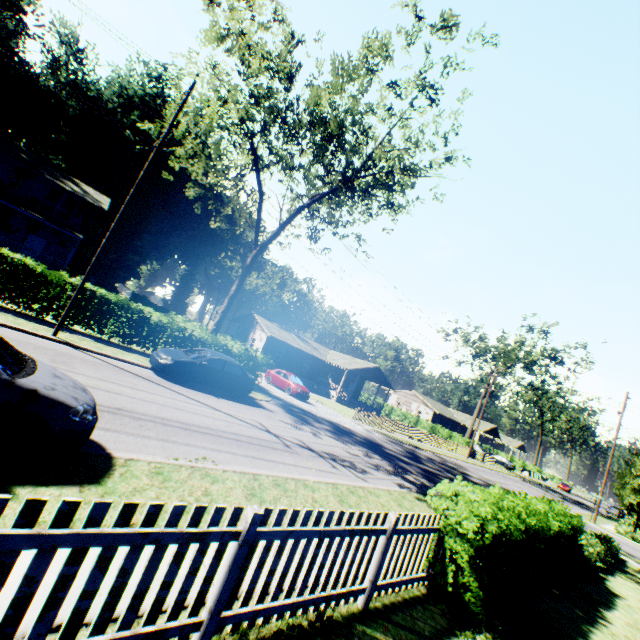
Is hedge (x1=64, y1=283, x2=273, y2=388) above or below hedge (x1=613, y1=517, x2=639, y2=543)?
above

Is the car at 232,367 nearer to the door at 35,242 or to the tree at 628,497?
the door at 35,242

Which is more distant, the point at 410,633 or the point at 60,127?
the point at 60,127

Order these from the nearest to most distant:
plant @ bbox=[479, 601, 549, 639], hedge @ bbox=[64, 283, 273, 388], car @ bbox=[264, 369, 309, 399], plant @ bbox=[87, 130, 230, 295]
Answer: plant @ bbox=[479, 601, 549, 639]
hedge @ bbox=[64, 283, 273, 388]
car @ bbox=[264, 369, 309, 399]
plant @ bbox=[87, 130, 230, 295]

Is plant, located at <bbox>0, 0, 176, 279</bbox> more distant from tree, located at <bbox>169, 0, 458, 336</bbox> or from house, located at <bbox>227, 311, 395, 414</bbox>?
house, located at <bbox>227, 311, 395, 414</bbox>

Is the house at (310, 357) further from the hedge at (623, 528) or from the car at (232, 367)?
the hedge at (623, 528)

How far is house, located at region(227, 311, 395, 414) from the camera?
40.66m

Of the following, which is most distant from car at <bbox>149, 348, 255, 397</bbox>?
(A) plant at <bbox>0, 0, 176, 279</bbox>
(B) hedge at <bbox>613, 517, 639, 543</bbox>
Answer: (B) hedge at <bbox>613, 517, 639, 543</bbox>
